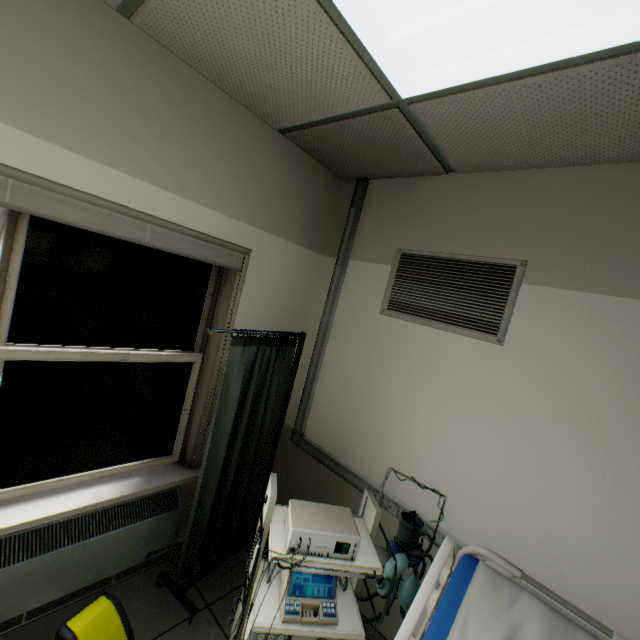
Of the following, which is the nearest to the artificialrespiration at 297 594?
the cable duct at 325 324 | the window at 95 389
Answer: the cable duct at 325 324

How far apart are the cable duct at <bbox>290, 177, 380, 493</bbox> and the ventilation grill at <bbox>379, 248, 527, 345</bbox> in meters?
0.4

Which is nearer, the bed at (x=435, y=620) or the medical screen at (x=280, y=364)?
the bed at (x=435, y=620)

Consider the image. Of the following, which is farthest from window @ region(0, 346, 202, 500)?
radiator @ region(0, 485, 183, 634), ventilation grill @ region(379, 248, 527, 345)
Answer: ventilation grill @ region(379, 248, 527, 345)

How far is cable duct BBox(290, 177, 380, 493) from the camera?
2.48m

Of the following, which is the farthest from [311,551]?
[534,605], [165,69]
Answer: [165,69]

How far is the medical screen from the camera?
2.07m

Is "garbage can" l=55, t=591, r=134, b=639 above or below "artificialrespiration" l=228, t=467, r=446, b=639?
below
